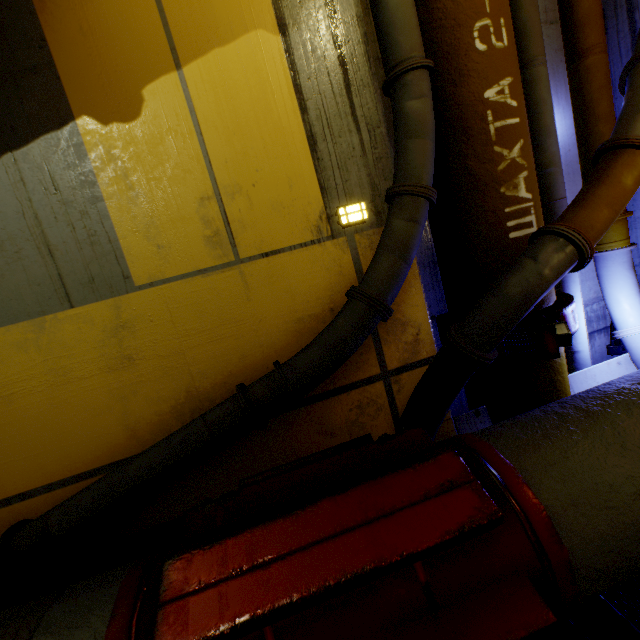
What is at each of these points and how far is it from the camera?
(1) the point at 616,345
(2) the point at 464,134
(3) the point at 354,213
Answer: (1) cable, 3.18m
(2) pipe, 2.09m
(3) light, 2.12m

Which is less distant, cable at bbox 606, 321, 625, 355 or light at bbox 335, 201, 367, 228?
light at bbox 335, 201, 367, 228

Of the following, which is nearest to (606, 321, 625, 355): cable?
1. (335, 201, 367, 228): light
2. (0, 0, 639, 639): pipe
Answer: (0, 0, 639, 639): pipe

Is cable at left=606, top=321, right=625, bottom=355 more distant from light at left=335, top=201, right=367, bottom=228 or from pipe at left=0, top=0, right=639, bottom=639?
light at left=335, top=201, right=367, bottom=228

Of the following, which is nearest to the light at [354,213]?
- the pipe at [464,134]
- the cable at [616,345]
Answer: the pipe at [464,134]

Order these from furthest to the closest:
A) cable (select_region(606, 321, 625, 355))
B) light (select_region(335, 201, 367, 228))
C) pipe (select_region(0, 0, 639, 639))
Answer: cable (select_region(606, 321, 625, 355)), light (select_region(335, 201, 367, 228)), pipe (select_region(0, 0, 639, 639))

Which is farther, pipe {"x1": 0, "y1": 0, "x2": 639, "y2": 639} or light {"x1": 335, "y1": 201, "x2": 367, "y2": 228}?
light {"x1": 335, "y1": 201, "x2": 367, "y2": 228}
